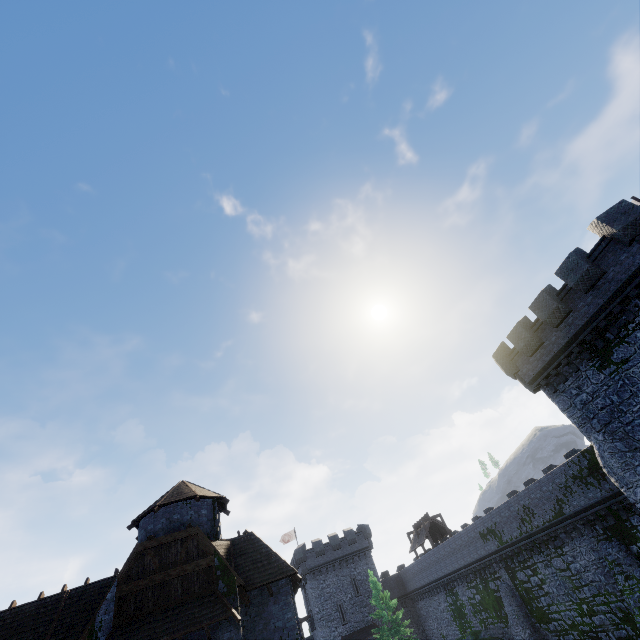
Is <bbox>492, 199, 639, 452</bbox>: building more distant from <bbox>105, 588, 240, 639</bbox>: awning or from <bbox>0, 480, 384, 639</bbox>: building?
<bbox>105, 588, 240, 639</bbox>: awning

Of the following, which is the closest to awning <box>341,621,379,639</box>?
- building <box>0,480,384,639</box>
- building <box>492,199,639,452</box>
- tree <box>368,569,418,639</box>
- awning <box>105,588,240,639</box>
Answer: tree <box>368,569,418,639</box>

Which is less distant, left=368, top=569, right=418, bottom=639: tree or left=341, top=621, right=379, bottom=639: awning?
left=368, top=569, right=418, bottom=639: tree

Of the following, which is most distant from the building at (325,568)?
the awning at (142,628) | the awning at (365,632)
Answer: the awning at (365,632)

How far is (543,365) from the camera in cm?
1927

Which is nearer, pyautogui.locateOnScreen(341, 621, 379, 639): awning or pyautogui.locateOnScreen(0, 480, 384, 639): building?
pyautogui.locateOnScreen(0, 480, 384, 639): building

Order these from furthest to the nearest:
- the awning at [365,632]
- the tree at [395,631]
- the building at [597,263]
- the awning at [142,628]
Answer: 1. the awning at [365,632]
2. the tree at [395,631]
3. the building at [597,263]
4. the awning at [142,628]
